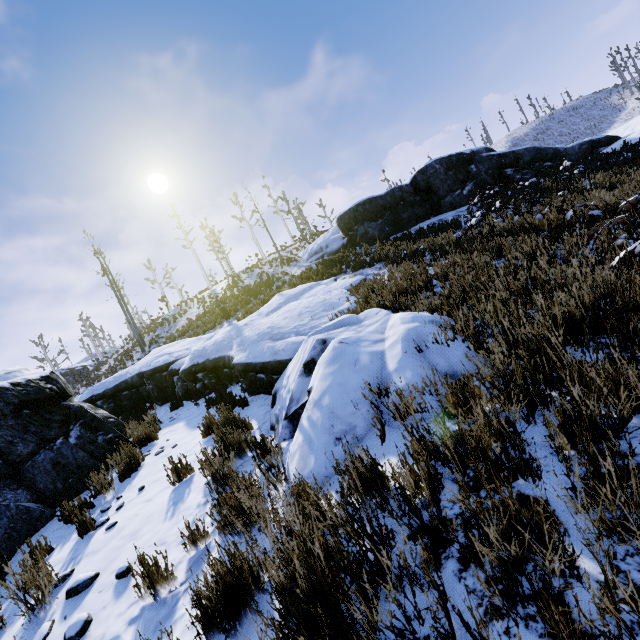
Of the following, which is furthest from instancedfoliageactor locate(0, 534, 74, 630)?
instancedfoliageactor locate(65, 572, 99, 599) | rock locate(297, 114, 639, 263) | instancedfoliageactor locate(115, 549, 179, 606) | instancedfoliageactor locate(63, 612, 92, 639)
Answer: rock locate(297, 114, 639, 263)

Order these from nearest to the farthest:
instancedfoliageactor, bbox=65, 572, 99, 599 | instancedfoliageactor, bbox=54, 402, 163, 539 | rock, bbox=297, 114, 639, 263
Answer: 1. instancedfoliageactor, bbox=65, 572, 99, 599
2. instancedfoliageactor, bbox=54, 402, 163, 539
3. rock, bbox=297, 114, 639, 263

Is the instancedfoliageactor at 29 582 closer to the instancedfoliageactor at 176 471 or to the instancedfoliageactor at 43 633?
the instancedfoliageactor at 43 633

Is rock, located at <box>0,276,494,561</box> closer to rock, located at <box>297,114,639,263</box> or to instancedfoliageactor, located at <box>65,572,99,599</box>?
instancedfoliageactor, located at <box>65,572,99,599</box>

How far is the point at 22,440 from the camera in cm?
560

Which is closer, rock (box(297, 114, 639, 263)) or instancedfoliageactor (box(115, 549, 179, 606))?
instancedfoliageactor (box(115, 549, 179, 606))

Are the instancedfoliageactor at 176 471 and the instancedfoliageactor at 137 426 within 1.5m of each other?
no

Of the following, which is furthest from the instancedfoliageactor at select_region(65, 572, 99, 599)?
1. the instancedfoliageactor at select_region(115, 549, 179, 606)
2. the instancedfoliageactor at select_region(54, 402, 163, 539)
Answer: the instancedfoliageactor at select_region(54, 402, 163, 539)
